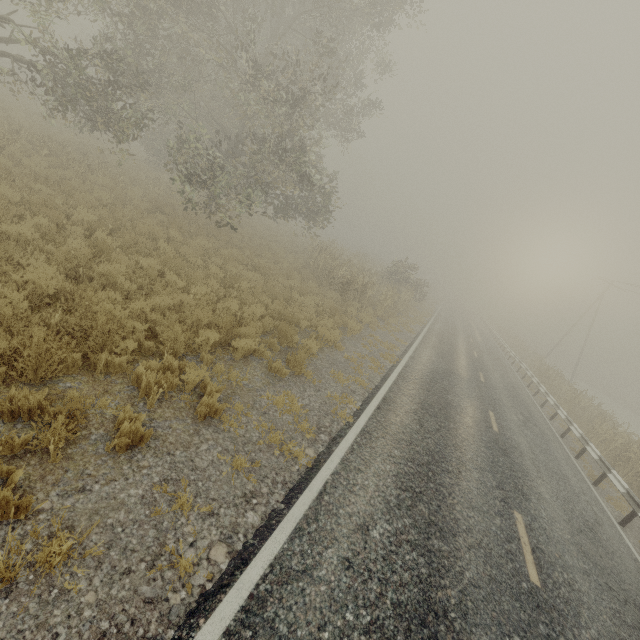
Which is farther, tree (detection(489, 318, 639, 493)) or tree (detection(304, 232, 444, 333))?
tree (detection(304, 232, 444, 333))

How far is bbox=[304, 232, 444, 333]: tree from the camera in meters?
17.5

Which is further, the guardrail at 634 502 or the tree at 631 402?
the tree at 631 402

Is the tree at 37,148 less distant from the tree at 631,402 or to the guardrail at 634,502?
the tree at 631,402

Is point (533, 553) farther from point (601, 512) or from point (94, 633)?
point (94, 633)

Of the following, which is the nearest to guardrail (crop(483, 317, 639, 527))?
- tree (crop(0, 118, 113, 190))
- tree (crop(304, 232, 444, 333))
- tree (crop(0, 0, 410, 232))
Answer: tree (crop(0, 0, 410, 232))

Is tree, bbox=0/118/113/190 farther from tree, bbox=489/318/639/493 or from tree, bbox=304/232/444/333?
tree, bbox=304/232/444/333

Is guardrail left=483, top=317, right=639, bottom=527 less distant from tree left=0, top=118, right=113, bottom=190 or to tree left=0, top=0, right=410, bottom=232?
tree left=0, top=0, right=410, bottom=232
